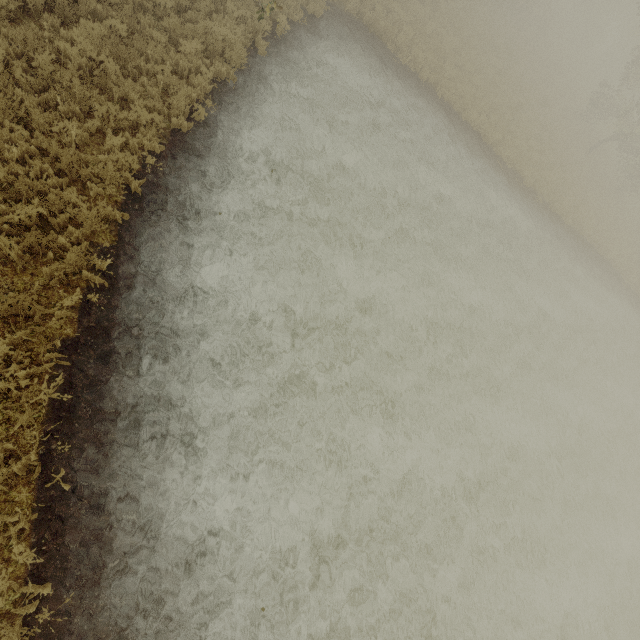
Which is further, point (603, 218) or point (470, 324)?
point (603, 218)
